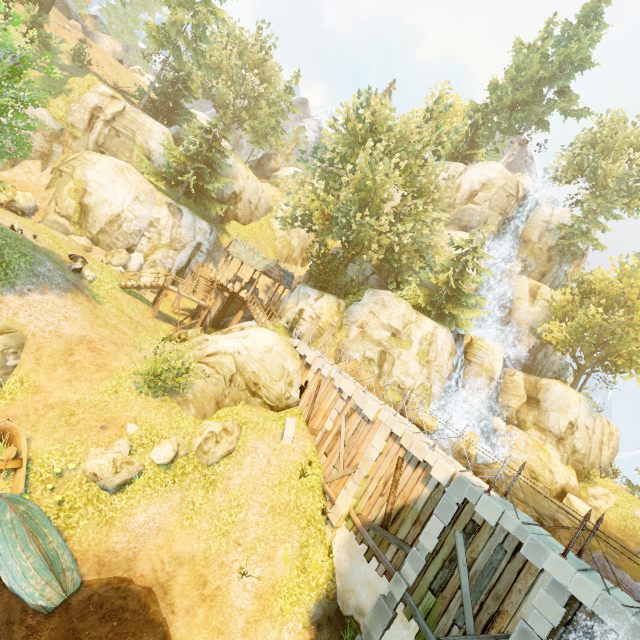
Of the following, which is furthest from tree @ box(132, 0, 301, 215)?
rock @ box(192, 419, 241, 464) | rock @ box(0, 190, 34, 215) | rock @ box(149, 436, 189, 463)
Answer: rock @ box(192, 419, 241, 464)

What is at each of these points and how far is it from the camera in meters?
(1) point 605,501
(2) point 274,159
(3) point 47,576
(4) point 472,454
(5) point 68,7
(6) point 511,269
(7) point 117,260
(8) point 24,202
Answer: (1) rock, 28.1 m
(2) rock, 56.6 m
(3) boat, 9.1 m
(4) rock, 24.6 m
(5) rock, 45.8 m
(6) rock, 34.9 m
(7) rock, 25.9 m
(8) rock, 23.7 m

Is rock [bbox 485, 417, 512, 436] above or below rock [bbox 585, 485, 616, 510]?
above

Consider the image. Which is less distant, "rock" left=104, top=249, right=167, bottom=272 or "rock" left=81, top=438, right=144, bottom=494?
"rock" left=81, top=438, right=144, bottom=494

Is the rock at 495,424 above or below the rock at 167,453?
above

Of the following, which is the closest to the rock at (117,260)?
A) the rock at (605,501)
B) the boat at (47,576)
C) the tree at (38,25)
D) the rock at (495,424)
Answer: the tree at (38,25)

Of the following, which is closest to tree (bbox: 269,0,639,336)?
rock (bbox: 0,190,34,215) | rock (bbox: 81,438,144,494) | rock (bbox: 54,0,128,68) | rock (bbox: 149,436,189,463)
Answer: rock (bbox: 0,190,34,215)

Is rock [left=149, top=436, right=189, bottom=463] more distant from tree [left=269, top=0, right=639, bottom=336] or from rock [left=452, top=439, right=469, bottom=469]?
rock [left=452, top=439, right=469, bottom=469]
